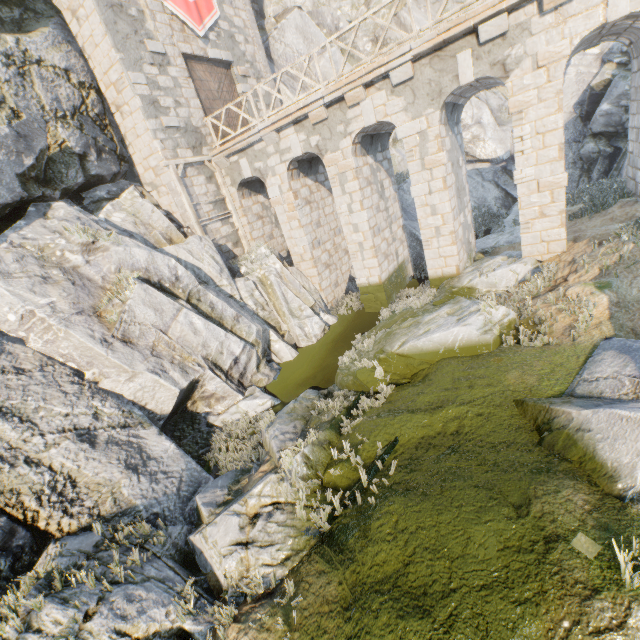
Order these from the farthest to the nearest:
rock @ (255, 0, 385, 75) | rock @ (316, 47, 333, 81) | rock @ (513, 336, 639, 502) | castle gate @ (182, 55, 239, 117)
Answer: rock @ (316, 47, 333, 81) → rock @ (255, 0, 385, 75) → castle gate @ (182, 55, 239, 117) → rock @ (513, 336, 639, 502)

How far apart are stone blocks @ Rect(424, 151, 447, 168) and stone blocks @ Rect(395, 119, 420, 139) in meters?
0.8 m

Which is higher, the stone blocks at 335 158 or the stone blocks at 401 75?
the stone blocks at 401 75

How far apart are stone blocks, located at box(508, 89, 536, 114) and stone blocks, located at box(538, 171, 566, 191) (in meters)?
1.87

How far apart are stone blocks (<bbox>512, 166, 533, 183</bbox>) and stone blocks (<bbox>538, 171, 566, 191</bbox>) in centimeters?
14cm

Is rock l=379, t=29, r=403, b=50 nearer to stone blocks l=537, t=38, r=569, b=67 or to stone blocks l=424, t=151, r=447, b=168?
stone blocks l=537, t=38, r=569, b=67

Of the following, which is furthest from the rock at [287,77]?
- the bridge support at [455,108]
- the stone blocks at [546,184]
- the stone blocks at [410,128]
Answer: the stone blocks at [410,128]

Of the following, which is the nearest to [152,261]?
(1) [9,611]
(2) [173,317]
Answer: (2) [173,317]
